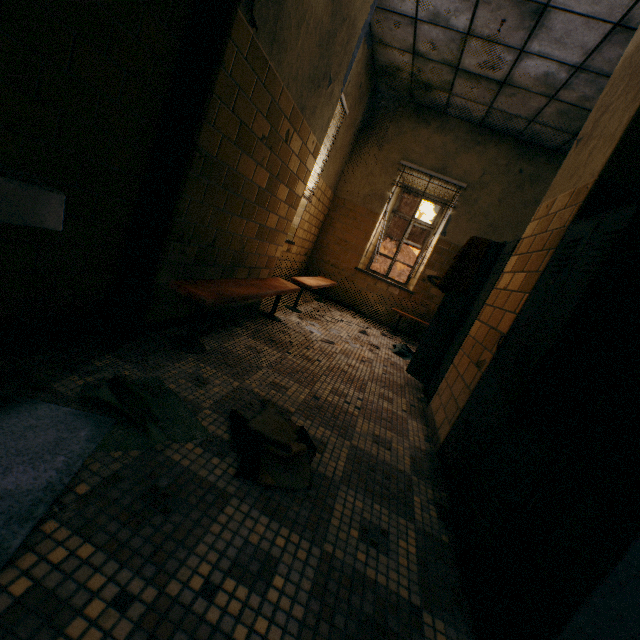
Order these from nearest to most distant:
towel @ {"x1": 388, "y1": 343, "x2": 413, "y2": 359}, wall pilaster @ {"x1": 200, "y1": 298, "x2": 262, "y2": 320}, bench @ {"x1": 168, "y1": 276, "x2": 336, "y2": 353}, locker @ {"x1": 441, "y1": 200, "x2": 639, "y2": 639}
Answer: locker @ {"x1": 441, "y1": 200, "x2": 639, "y2": 639}, bench @ {"x1": 168, "y1": 276, "x2": 336, "y2": 353}, wall pilaster @ {"x1": 200, "y1": 298, "x2": 262, "y2": 320}, towel @ {"x1": 388, "y1": 343, "x2": 413, "y2": 359}

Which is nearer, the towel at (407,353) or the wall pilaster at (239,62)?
the wall pilaster at (239,62)

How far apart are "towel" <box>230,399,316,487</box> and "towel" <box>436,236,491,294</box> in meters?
2.3

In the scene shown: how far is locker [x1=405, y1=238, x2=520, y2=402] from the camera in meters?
2.9

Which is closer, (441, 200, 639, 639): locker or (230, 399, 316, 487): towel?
(441, 200, 639, 639): locker

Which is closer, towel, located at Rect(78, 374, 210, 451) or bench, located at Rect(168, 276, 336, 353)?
towel, located at Rect(78, 374, 210, 451)

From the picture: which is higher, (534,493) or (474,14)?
(474,14)

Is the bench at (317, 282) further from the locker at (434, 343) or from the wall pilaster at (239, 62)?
the locker at (434, 343)
